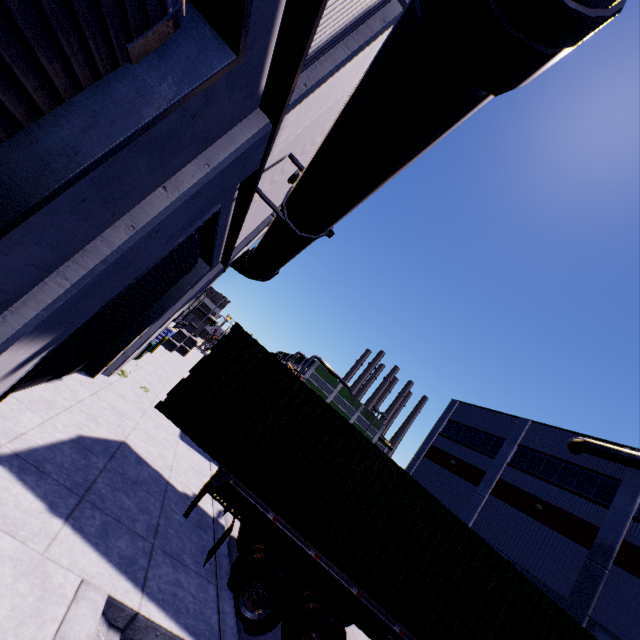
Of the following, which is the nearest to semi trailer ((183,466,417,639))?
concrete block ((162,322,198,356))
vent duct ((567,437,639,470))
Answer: vent duct ((567,437,639,470))

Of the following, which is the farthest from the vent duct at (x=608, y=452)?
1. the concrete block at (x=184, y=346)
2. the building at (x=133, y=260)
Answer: the concrete block at (x=184, y=346)

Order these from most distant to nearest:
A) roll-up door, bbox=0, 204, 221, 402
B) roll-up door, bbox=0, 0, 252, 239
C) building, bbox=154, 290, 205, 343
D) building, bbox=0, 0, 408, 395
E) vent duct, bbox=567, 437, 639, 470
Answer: building, bbox=154, 290, 205, 343 → vent duct, bbox=567, 437, 639, 470 → roll-up door, bbox=0, 204, 221, 402 → building, bbox=0, 0, 408, 395 → roll-up door, bbox=0, 0, 252, 239

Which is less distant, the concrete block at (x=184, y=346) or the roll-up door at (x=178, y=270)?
the roll-up door at (x=178, y=270)

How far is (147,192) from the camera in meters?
2.9

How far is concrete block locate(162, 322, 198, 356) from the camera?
25.3m

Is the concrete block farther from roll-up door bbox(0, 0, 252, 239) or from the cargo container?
roll-up door bbox(0, 0, 252, 239)

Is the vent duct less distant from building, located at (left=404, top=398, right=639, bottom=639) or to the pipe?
building, located at (left=404, top=398, right=639, bottom=639)
